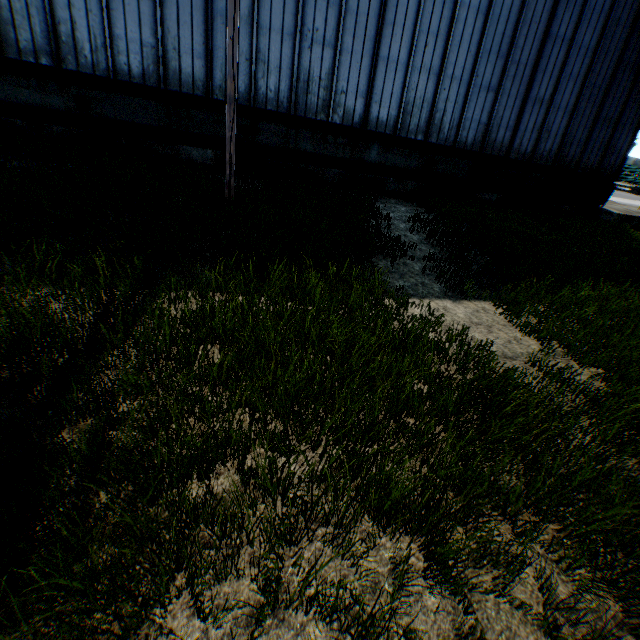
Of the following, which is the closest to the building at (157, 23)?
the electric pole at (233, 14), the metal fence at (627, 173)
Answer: the electric pole at (233, 14)

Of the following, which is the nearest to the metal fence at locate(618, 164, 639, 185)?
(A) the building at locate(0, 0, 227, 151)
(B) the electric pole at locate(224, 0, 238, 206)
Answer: (A) the building at locate(0, 0, 227, 151)

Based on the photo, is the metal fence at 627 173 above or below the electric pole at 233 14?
below

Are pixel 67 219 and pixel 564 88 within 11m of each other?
no

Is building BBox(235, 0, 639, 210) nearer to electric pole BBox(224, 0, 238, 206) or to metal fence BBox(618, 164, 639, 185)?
electric pole BBox(224, 0, 238, 206)

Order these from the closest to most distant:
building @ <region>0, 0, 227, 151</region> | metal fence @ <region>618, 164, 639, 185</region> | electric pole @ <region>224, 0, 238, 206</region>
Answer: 1. electric pole @ <region>224, 0, 238, 206</region>
2. building @ <region>0, 0, 227, 151</region>
3. metal fence @ <region>618, 164, 639, 185</region>
